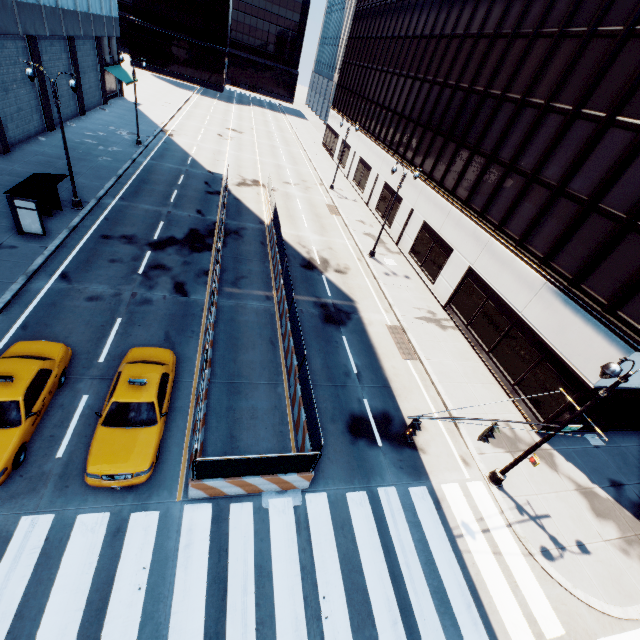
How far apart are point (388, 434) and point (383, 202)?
27.6 meters

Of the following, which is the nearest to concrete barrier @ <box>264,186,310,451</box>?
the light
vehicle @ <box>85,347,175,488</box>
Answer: vehicle @ <box>85,347,175,488</box>

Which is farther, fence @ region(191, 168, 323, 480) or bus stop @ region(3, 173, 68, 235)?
bus stop @ region(3, 173, 68, 235)

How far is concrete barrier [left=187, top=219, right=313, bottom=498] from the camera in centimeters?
1002cm

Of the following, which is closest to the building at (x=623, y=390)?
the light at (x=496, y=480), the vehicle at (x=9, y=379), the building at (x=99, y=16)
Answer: the light at (x=496, y=480)

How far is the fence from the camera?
9.48m

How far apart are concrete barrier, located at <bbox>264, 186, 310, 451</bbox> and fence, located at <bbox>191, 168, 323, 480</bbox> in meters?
0.0 m

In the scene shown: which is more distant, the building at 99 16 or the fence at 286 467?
the building at 99 16
